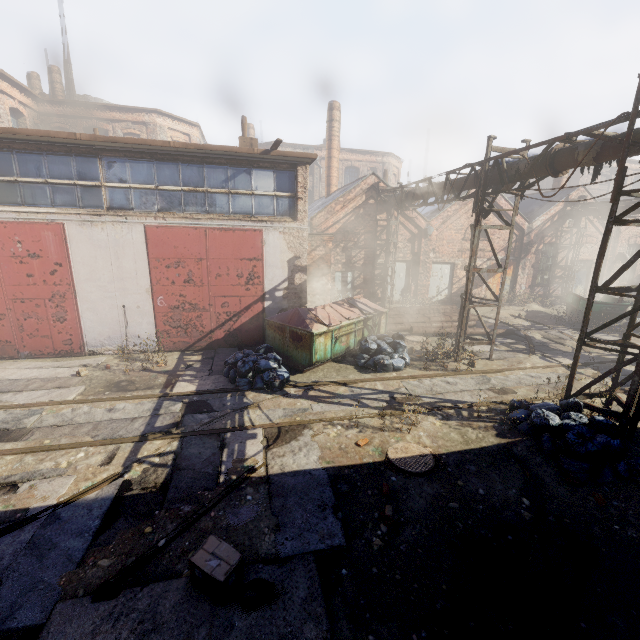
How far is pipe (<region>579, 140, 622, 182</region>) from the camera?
6.7 meters

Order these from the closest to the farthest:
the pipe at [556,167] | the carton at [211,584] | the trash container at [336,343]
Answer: the carton at [211,584] < the pipe at [556,167] < the trash container at [336,343]

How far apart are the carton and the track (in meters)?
0.68

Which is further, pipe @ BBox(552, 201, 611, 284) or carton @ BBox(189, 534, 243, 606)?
pipe @ BBox(552, 201, 611, 284)

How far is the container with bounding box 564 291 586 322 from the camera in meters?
16.5

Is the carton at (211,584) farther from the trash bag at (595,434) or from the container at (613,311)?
the container at (613,311)

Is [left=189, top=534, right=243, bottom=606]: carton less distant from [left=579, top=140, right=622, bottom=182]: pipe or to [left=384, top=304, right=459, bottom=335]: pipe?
[left=579, top=140, right=622, bottom=182]: pipe

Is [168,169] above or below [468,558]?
above
